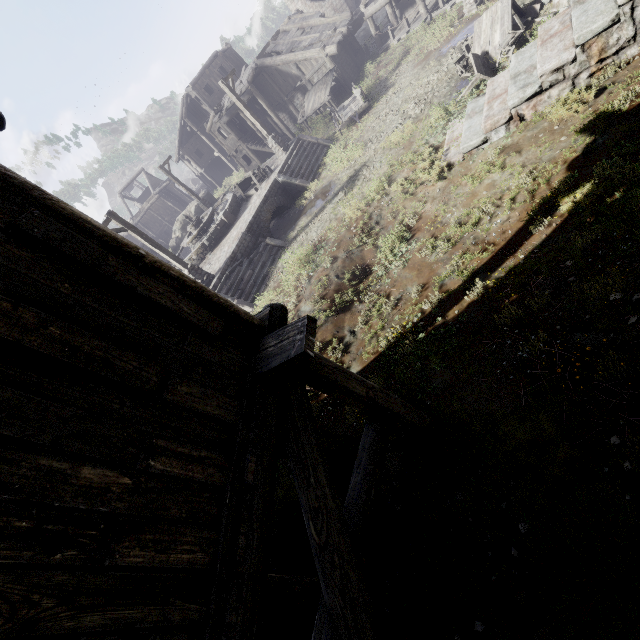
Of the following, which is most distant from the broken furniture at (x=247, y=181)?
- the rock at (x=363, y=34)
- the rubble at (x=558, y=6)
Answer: the rock at (x=363, y=34)

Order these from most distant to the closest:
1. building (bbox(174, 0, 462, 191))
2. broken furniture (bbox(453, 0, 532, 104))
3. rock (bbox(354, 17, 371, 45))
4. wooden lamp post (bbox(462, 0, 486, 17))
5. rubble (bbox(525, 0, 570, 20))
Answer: rock (bbox(354, 17, 371, 45)) < building (bbox(174, 0, 462, 191)) < wooden lamp post (bbox(462, 0, 486, 17)) < broken furniture (bbox(453, 0, 532, 104)) < rubble (bbox(525, 0, 570, 20))

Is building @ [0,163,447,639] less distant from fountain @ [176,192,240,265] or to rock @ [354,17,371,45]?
rock @ [354,17,371,45]

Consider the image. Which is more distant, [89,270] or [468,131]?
[468,131]

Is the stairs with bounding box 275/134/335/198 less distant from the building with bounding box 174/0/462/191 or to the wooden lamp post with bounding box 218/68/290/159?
the wooden lamp post with bounding box 218/68/290/159

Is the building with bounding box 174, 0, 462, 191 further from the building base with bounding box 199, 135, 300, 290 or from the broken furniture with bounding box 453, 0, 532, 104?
the building base with bounding box 199, 135, 300, 290

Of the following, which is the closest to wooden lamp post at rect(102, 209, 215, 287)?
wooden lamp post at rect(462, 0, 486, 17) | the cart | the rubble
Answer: the cart

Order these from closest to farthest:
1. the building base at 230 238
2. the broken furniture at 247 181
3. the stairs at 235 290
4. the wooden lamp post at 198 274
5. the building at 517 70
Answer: the building at 517 70
the wooden lamp post at 198 274
the stairs at 235 290
the building base at 230 238
the broken furniture at 247 181
